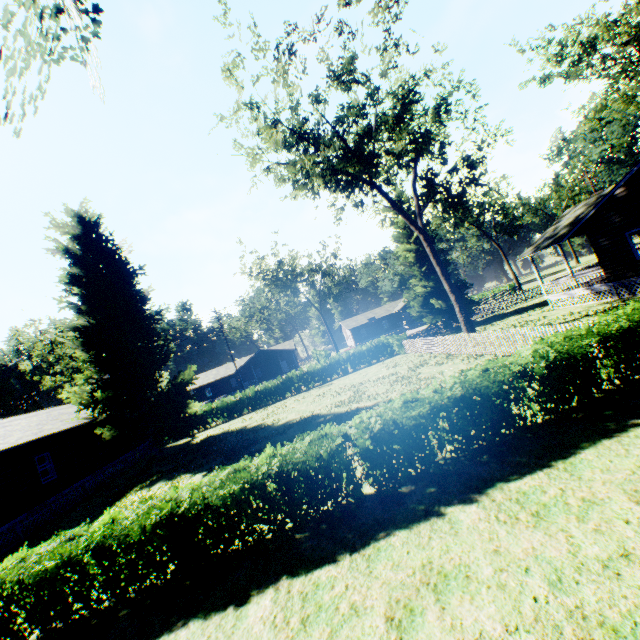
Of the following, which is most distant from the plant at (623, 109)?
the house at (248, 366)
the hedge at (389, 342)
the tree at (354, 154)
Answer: the house at (248, 366)

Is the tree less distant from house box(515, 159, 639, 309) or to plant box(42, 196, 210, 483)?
plant box(42, 196, 210, 483)

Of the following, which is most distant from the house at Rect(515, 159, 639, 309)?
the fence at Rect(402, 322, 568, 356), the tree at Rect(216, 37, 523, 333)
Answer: the fence at Rect(402, 322, 568, 356)

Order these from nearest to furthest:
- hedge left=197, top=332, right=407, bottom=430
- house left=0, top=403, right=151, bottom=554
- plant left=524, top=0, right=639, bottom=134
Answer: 1. house left=0, top=403, right=151, bottom=554
2. plant left=524, top=0, right=639, bottom=134
3. hedge left=197, top=332, right=407, bottom=430

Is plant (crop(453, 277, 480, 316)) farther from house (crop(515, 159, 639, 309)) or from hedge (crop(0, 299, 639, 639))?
hedge (crop(0, 299, 639, 639))

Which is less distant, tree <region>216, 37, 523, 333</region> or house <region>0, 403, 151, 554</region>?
house <region>0, 403, 151, 554</region>

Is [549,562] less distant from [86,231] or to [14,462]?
[14,462]

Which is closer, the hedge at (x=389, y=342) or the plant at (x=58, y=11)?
the plant at (x=58, y=11)
